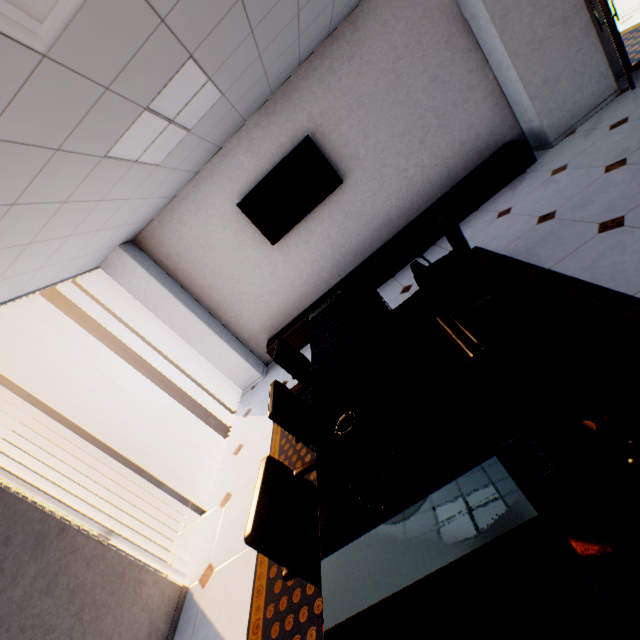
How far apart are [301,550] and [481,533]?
1.00m

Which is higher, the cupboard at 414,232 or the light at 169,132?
the light at 169,132

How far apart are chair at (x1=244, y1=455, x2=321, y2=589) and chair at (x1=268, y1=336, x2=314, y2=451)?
0.3 meters

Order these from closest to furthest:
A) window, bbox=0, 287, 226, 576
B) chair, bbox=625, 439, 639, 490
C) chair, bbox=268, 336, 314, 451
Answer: chair, bbox=625, 439, 639, 490 → chair, bbox=268, 336, 314, 451 → window, bbox=0, 287, 226, 576

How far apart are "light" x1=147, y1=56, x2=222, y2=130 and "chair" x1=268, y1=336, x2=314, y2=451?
2.2 meters

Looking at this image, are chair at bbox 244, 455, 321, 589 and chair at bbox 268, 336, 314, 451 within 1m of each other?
yes

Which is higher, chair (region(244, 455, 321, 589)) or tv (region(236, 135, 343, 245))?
tv (region(236, 135, 343, 245))

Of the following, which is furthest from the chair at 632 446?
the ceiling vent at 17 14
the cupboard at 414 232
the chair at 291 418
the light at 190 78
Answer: the cupboard at 414 232
